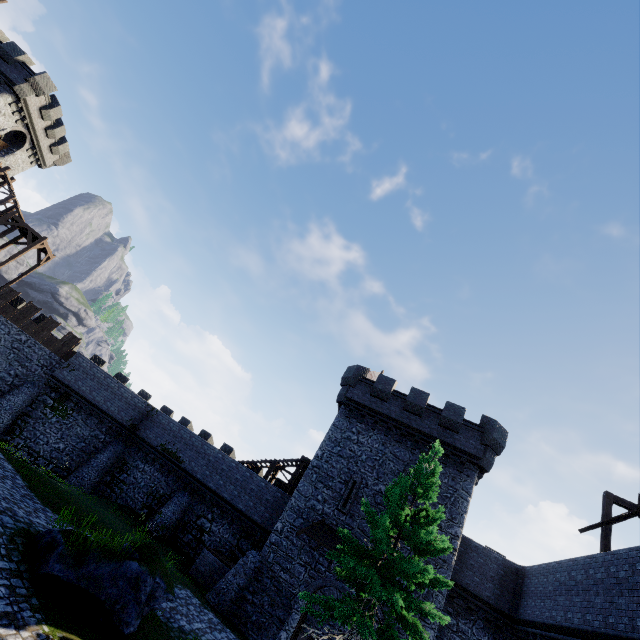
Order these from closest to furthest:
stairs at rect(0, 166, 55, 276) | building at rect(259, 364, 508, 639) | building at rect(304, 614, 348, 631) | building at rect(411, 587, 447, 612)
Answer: building at rect(411, 587, 447, 612), building at rect(259, 364, 508, 639), building at rect(304, 614, 348, 631), stairs at rect(0, 166, 55, 276)

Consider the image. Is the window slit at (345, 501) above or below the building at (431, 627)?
above

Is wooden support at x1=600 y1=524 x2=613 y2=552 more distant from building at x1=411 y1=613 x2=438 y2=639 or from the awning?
the awning

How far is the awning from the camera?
18.33m

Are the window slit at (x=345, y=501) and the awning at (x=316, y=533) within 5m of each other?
yes

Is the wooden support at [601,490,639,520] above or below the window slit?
above

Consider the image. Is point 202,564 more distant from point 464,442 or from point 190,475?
point 464,442

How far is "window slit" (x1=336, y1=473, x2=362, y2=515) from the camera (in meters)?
19.88
